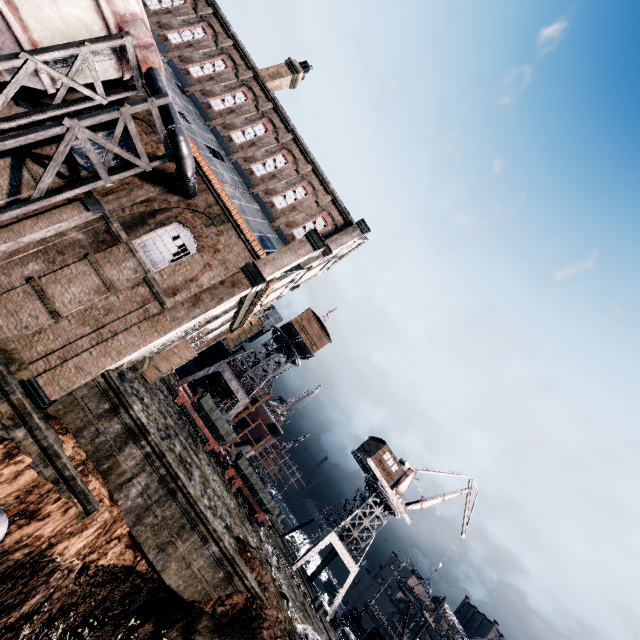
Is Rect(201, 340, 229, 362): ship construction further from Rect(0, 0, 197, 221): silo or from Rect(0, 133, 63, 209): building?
Rect(0, 0, 197, 221): silo

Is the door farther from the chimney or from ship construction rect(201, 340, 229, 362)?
ship construction rect(201, 340, 229, 362)

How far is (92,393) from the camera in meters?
15.3 m

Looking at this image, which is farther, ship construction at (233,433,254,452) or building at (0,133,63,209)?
ship construction at (233,433,254,452)

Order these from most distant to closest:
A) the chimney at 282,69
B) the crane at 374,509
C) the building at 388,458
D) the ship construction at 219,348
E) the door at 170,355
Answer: the ship construction at 219,348 → the building at 388,458 → the crane at 374,509 → the chimney at 282,69 → the door at 170,355

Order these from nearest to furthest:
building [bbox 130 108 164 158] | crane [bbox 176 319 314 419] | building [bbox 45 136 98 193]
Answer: building [bbox 45 136 98 193] → building [bbox 130 108 164 158] → crane [bbox 176 319 314 419]

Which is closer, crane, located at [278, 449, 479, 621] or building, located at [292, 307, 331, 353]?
crane, located at [278, 449, 479, 621]

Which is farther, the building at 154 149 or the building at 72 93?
the building at 154 149
